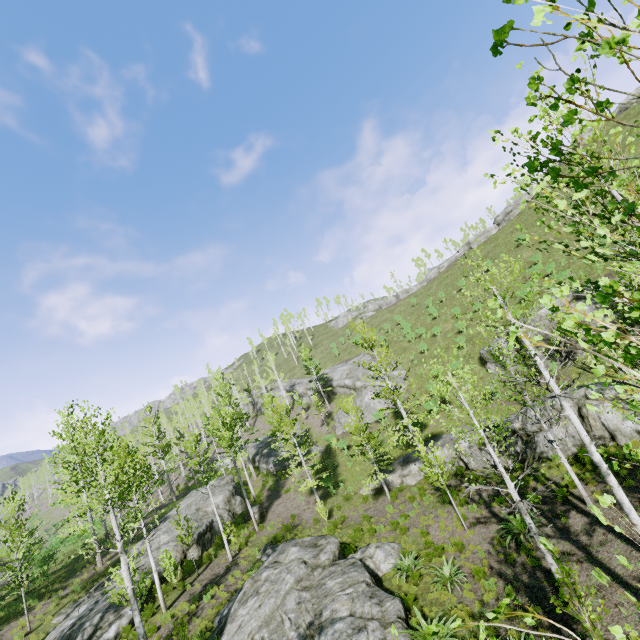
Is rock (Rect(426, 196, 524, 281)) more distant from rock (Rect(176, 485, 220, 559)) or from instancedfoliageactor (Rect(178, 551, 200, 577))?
rock (Rect(176, 485, 220, 559))

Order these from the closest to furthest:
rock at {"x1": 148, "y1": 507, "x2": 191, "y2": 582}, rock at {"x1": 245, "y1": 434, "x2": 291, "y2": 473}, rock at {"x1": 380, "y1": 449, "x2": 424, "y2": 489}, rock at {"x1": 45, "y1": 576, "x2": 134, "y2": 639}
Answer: rock at {"x1": 45, "y1": 576, "x2": 134, "y2": 639} < rock at {"x1": 148, "y1": 507, "x2": 191, "y2": 582} < rock at {"x1": 380, "y1": 449, "x2": 424, "y2": 489} < rock at {"x1": 245, "y1": 434, "x2": 291, "y2": 473}

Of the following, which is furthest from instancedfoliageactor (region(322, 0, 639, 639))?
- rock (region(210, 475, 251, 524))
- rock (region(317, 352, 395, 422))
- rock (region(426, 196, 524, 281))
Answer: rock (region(426, 196, 524, 281))

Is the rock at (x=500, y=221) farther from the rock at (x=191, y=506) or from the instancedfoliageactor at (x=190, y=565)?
the rock at (x=191, y=506)

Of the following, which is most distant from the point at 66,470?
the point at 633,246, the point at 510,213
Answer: the point at 510,213

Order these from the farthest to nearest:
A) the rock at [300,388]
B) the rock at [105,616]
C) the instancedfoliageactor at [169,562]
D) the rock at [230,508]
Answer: the rock at [300,388] < the rock at [230,508] < the instancedfoliageactor at [169,562] < the rock at [105,616]

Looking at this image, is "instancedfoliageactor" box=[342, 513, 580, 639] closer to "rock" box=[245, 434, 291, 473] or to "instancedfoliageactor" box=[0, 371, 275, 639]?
"rock" box=[245, 434, 291, 473]

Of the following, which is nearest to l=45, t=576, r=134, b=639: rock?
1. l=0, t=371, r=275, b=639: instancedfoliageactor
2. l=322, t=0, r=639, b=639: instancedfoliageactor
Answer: l=322, t=0, r=639, b=639: instancedfoliageactor
